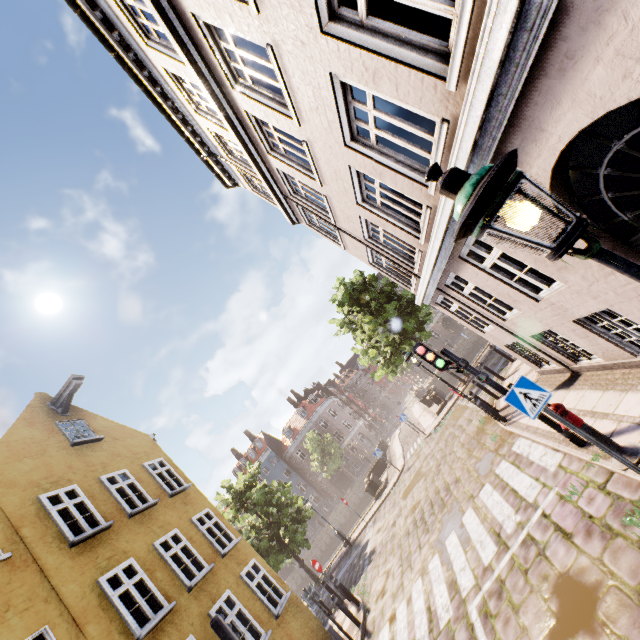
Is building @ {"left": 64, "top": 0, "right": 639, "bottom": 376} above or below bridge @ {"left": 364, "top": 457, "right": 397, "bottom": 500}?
above

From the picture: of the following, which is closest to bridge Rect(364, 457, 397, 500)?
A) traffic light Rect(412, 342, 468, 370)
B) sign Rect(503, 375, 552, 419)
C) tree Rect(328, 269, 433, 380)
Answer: tree Rect(328, 269, 433, 380)

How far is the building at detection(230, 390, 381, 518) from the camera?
49.4m

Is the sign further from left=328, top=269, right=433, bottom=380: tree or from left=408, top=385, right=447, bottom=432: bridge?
left=408, top=385, right=447, bottom=432: bridge

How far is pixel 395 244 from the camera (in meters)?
8.89

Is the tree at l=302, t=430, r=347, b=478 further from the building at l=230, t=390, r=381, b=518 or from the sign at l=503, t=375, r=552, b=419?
the sign at l=503, t=375, r=552, b=419

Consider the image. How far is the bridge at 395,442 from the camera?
22.4 meters

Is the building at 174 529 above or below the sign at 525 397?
above
